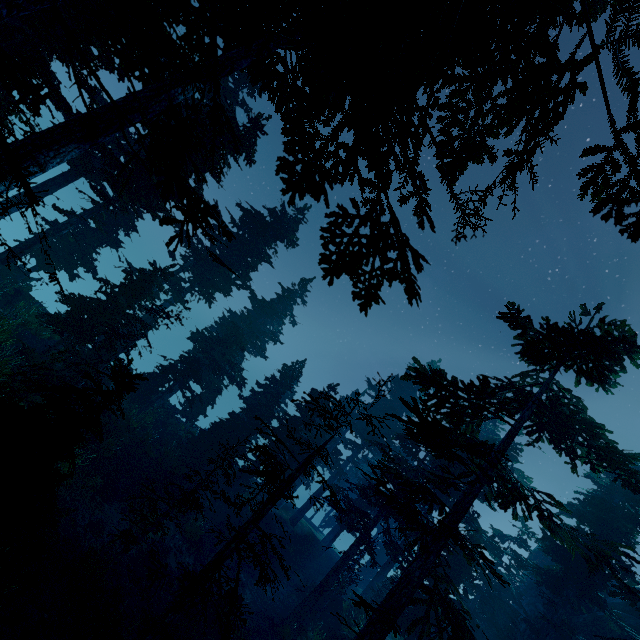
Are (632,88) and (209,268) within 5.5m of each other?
no

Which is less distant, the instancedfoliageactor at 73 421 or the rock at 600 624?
the instancedfoliageactor at 73 421

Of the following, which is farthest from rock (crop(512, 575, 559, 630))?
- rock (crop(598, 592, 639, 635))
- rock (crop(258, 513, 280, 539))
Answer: rock (crop(258, 513, 280, 539))

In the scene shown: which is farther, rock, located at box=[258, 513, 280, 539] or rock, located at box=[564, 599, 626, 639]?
rock, located at box=[258, 513, 280, 539]

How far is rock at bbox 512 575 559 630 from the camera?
26.58m

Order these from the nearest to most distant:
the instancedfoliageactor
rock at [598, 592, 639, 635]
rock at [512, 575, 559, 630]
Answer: the instancedfoliageactor → rock at [598, 592, 639, 635] → rock at [512, 575, 559, 630]

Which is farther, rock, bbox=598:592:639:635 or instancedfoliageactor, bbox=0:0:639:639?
rock, bbox=598:592:639:635

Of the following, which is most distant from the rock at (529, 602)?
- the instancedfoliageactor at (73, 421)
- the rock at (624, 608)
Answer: the instancedfoliageactor at (73, 421)
